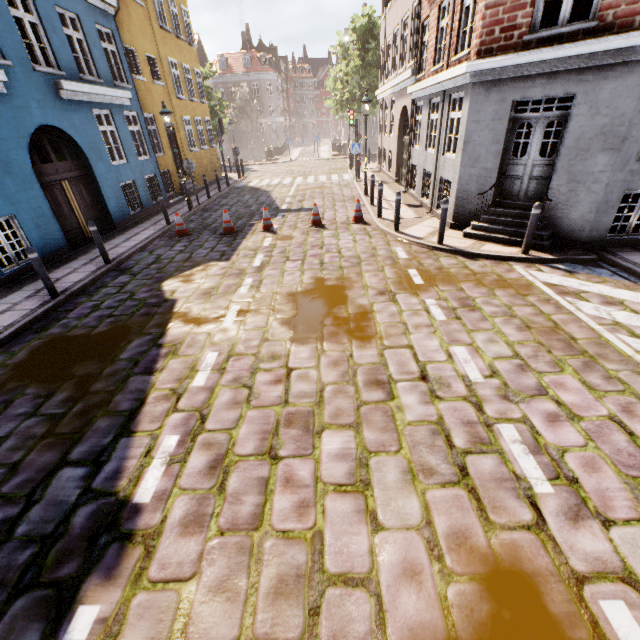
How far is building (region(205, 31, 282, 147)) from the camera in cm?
5272

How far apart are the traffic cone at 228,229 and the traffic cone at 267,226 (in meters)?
0.80

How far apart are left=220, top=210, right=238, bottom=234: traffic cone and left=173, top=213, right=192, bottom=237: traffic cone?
1.07m

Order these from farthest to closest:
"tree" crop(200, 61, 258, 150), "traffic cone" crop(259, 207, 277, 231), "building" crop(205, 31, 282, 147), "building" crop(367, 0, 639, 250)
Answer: "building" crop(205, 31, 282, 147) → "tree" crop(200, 61, 258, 150) → "traffic cone" crop(259, 207, 277, 231) → "building" crop(367, 0, 639, 250)

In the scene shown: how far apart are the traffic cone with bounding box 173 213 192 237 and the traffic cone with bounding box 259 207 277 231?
2.37m

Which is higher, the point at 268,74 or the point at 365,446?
the point at 268,74

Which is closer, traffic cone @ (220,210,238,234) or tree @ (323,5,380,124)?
traffic cone @ (220,210,238,234)

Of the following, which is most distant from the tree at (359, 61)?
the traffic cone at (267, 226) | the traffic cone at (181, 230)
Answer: the traffic cone at (181, 230)
